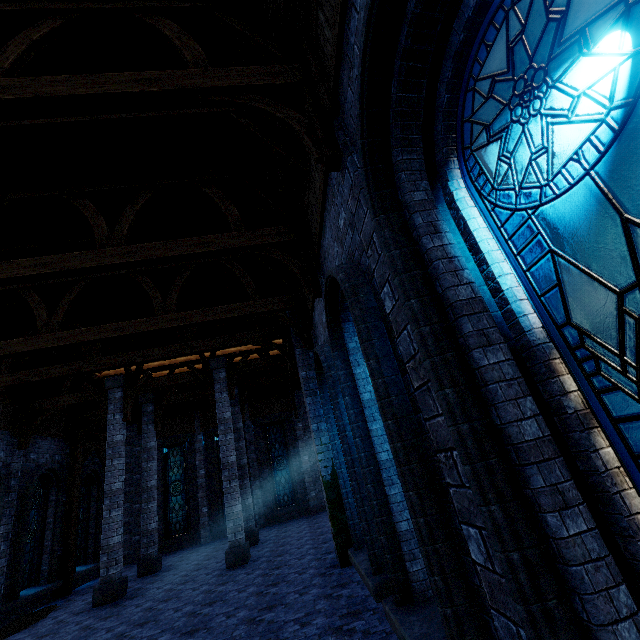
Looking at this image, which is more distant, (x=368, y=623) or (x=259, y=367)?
(x=259, y=367)

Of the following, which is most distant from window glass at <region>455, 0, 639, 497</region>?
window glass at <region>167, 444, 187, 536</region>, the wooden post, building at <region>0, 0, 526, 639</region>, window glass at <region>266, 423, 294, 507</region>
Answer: window glass at <region>167, 444, 187, 536</region>

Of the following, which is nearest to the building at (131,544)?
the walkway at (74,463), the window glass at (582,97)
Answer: the walkway at (74,463)

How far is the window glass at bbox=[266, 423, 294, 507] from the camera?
18.66m

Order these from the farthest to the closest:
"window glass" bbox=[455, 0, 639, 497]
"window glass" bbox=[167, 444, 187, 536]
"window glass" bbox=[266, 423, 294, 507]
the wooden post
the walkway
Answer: "window glass" bbox=[266, 423, 294, 507] → "window glass" bbox=[167, 444, 187, 536] → the walkway → the wooden post → "window glass" bbox=[455, 0, 639, 497]

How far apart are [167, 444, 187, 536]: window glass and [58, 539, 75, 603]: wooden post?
5.0m

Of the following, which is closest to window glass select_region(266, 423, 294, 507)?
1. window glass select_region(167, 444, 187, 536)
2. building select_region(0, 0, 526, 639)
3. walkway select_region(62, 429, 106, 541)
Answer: building select_region(0, 0, 526, 639)
